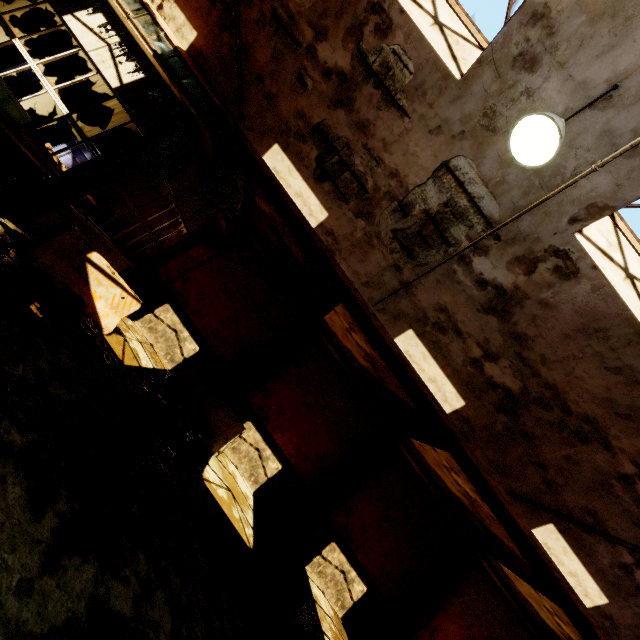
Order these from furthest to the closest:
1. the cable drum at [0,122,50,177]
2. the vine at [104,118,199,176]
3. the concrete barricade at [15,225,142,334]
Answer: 1. the vine at [104,118,199,176]
2. the concrete barricade at [15,225,142,334]
3. the cable drum at [0,122,50,177]

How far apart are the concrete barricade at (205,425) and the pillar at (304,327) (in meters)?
0.76

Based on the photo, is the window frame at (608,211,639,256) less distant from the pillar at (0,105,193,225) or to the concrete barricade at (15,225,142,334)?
the pillar at (0,105,193,225)

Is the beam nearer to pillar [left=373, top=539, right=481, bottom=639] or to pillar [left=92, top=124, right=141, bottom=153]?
pillar [left=92, top=124, right=141, bottom=153]

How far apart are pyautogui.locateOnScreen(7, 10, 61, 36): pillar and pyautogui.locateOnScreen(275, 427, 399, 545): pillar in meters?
19.2 m

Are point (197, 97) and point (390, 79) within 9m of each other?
yes

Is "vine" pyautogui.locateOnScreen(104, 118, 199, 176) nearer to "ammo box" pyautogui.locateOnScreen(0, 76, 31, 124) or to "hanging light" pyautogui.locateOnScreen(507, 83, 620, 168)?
"ammo box" pyautogui.locateOnScreen(0, 76, 31, 124)

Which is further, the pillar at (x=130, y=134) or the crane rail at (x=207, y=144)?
the pillar at (x=130, y=134)
